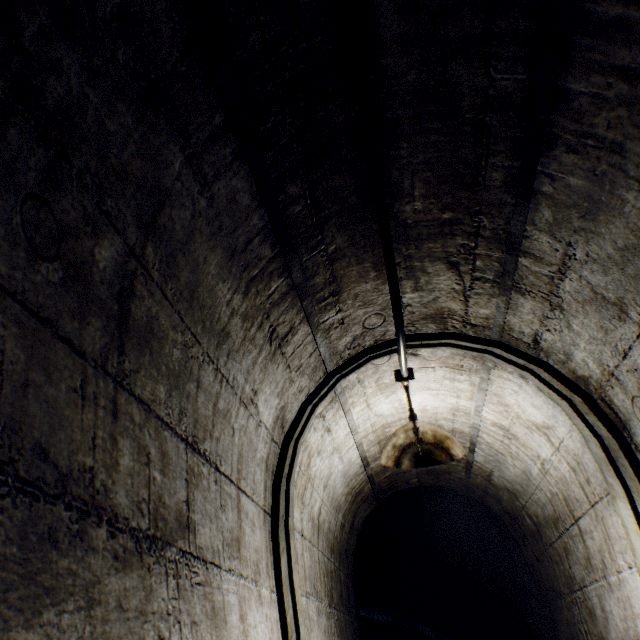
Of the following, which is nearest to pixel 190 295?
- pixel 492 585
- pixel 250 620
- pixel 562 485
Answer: pixel 250 620

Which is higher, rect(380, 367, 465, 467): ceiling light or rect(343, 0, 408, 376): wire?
rect(343, 0, 408, 376): wire

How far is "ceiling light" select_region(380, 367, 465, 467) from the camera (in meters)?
1.67

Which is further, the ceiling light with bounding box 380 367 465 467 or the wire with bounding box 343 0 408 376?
the ceiling light with bounding box 380 367 465 467

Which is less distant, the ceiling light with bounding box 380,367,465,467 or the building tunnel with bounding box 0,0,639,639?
the building tunnel with bounding box 0,0,639,639

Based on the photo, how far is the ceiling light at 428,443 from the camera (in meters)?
1.67

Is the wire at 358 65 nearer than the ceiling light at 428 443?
Yes
